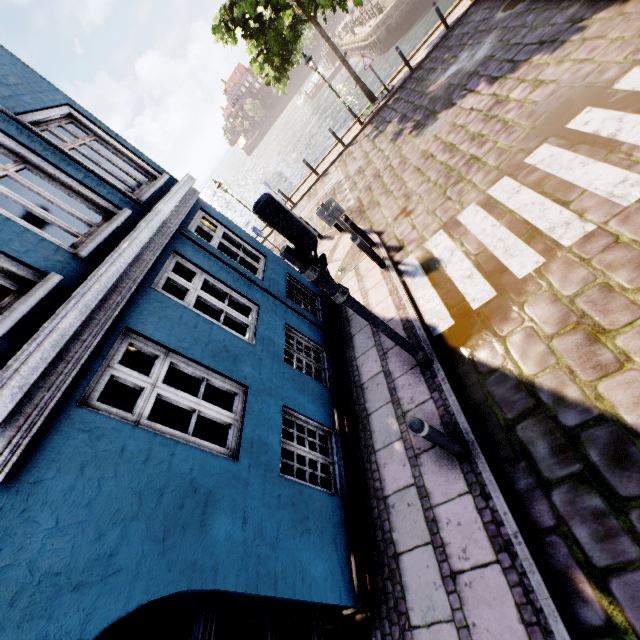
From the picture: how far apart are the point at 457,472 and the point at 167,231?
5.6 meters

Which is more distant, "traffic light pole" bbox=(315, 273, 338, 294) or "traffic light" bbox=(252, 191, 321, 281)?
"traffic light pole" bbox=(315, 273, 338, 294)

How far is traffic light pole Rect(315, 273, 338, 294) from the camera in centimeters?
390cm

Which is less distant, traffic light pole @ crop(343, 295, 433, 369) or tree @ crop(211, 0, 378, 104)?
Answer: traffic light pole @ crop(343, 295, 433, 369)

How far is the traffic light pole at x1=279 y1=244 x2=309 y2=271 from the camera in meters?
3.6

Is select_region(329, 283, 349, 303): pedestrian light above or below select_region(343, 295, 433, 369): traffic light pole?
above

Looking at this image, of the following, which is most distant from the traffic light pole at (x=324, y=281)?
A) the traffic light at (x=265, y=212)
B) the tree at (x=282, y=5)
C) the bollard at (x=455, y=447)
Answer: the tree at (x=282, y=5)

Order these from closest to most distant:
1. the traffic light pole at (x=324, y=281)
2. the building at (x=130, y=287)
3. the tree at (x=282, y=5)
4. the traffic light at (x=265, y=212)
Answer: the building at (x=130, y=287) → the traffic light at (x=265, y=212) → the traffic light pole at (x=324, y=281) → the tree at (x=282, y=5)
